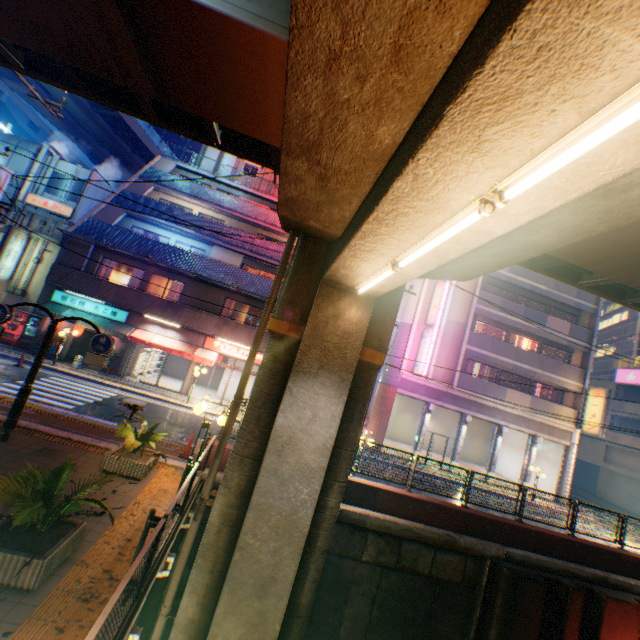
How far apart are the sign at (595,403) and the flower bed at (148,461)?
27.1 meters

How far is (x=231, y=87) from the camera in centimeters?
485cm

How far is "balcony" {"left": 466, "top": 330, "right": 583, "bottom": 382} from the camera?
23.2m

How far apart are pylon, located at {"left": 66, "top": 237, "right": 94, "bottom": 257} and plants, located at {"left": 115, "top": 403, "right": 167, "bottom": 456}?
14.40m

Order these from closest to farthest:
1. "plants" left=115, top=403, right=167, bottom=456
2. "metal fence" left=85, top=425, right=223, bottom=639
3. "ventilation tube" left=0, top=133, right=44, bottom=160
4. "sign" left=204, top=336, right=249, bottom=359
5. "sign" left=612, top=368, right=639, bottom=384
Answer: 1. "metal fence" left=85, top=425, right=223, bottom=639
2. "plants" left=115, top=403, right=167, bottom=456
3. "sign" left=204, top=336, right=249, bottom=359
4. "ventilation tube" left=0, top=133, right=44, bottom=160
5. "sign" left=612, top=368, right=639, bottom=384

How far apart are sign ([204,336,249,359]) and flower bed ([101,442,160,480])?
11.6m

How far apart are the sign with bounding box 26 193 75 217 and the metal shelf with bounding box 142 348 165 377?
9.8 meters

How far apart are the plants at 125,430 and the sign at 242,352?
11.3 meters
